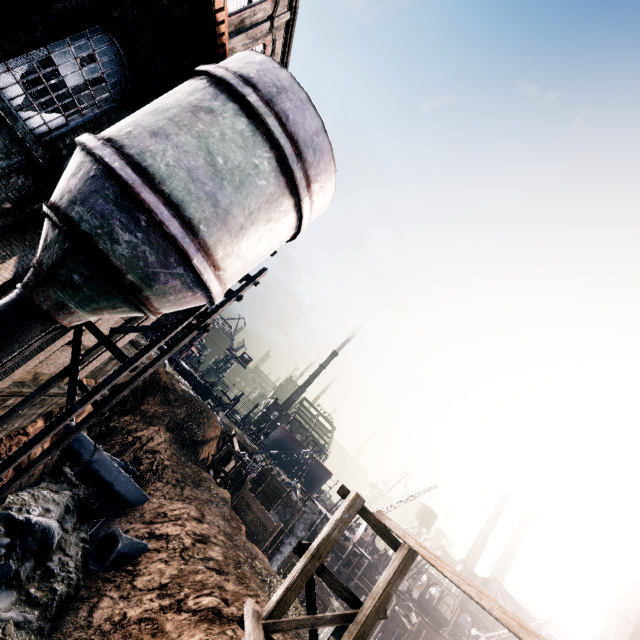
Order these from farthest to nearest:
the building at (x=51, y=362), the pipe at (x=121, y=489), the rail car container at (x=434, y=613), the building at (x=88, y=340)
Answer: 1. the rail car container at (x=434, y=613)
2. the pipe at (x=121, y=489)
3. the building at (x=88, y=340)
4. the building at (x=51, y=362)

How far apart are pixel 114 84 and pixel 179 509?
23.2m

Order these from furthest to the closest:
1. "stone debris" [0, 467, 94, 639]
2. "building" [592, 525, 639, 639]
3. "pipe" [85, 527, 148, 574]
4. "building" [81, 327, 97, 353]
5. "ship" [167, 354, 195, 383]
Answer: "ship" [167, 354, 195, 383], "building" [81, 327, 97, 353], "pipe" [85, 527, 148, 574], "building" [592, 525, 639, 639], "stone debris" [0, 467, 94, 639]

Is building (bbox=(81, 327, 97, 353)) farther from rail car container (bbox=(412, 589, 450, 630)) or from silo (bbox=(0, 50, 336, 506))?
rail car container (bbox=(412, 589, 450, 630))

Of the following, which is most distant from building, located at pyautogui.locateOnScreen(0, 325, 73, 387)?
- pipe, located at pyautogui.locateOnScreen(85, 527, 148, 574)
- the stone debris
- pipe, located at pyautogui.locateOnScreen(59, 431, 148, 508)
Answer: pipe, located at pyautogui.locateOnScreen(85, 527, 148, 574)

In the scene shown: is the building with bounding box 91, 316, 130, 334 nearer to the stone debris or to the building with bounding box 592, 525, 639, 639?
the stone debris

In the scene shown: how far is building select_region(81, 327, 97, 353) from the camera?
16.3m

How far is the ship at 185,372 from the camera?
58.1 meters
